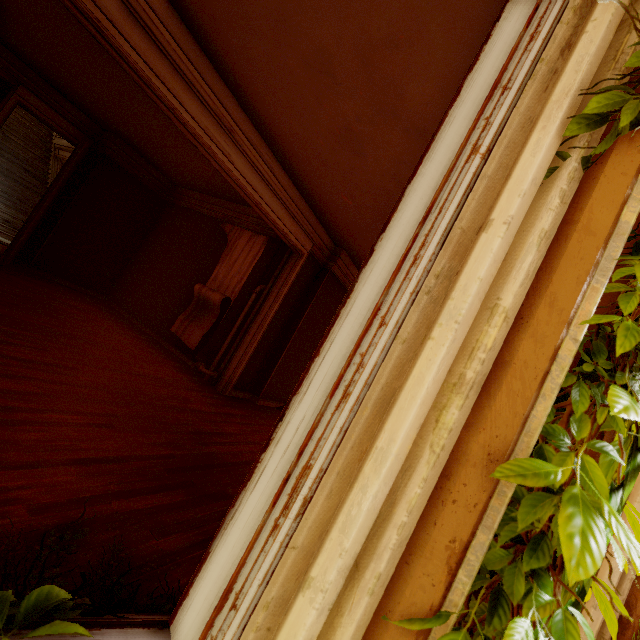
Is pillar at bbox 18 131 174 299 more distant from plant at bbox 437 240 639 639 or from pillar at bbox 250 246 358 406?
plant at bbox 437 240 639 639

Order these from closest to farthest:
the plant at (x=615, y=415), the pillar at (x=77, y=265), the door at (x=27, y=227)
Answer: the plant at (x=615, y=415) < the door at (x=27, y=227) < the pillar at (x=77, y=265)

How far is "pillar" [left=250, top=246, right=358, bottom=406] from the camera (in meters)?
6.96

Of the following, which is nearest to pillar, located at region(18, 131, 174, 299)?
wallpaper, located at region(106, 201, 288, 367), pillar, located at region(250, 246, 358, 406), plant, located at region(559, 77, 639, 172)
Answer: wallpaper, located at region(106, 201, 288, 367)

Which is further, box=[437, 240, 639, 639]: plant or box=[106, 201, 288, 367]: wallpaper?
box=[106, 201, 288, 367]: wallpaper

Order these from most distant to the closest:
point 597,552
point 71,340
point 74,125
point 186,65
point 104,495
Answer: point 74,125 → point 71,340 → point 186,65 → point 104,495 → point 597,552

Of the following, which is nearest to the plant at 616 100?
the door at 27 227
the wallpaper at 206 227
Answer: the wallpaper at 206 227

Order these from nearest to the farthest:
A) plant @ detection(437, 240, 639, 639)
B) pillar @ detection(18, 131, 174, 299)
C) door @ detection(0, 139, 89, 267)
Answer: plant @ detection(437, 240, 639, 639) → door @ detection(0, 139, 89, 267) → pillar @ detection(18, 131, 174, 299)
